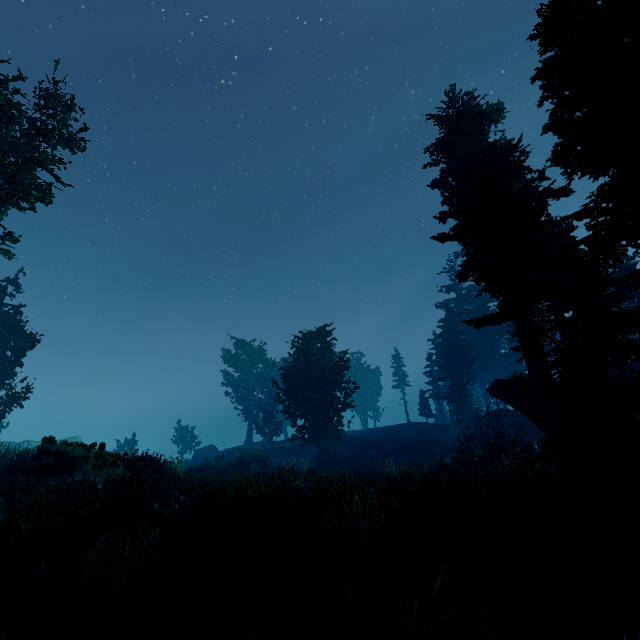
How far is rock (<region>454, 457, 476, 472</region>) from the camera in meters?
19.8

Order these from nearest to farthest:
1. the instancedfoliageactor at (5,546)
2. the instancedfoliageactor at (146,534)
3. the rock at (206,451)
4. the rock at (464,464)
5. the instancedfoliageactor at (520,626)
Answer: the instancedfoliageactor at (520,626), the instancedfoliageactor at (146,534), the instancedfoliageactor at (5,546), the rock at (464,464), the rock at (206,451)

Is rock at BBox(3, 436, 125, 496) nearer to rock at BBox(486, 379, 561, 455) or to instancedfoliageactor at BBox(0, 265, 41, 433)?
instancedfoliageactor at BBox(0, 265, 41, 433)

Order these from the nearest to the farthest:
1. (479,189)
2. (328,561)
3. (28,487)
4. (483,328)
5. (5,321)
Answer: (328,561) → (28,487) → (479,189) → (5,321) → (483,328)

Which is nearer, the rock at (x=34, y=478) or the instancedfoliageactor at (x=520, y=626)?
the instancedfoliageactor at (x=520, y=626)

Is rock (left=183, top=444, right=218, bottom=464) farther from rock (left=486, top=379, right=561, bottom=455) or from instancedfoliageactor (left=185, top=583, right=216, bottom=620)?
rock (left=486, top=379, right=561, bottom=455)

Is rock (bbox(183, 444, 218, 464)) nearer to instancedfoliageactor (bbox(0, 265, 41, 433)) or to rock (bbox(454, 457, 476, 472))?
instancedfoliageactor (bbox(0, 265, 41, 433))
